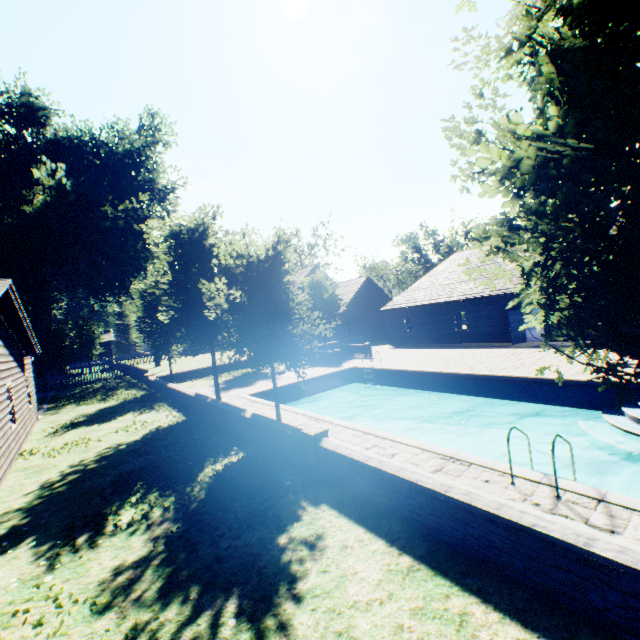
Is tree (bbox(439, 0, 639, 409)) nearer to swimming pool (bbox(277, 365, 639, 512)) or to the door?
swimming pool (bbox(277, 365, 639, 512))

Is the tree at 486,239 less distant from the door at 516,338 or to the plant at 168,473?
the plant at 168,473

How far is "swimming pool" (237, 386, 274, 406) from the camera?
13.94m

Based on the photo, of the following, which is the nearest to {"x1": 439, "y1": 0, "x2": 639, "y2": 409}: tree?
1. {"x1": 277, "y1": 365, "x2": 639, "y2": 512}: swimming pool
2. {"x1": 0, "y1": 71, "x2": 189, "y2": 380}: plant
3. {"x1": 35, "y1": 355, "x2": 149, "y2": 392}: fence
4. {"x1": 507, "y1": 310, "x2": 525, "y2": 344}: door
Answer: {"x1": 35, "y1": 355, "x2": 149, "y2": 392}: fence

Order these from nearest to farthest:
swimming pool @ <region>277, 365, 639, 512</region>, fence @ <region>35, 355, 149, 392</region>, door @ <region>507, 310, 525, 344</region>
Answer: swimming pool @ <region>277, 365, 639, 512</region>, door @ <region>507, 310, 525, 344</region>, fence @ <region>35, 355, 149, 392</region>

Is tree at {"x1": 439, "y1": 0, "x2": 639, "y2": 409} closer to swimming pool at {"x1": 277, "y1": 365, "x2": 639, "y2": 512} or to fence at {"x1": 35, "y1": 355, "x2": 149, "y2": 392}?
fence at {"x1": 35, "y1": 355, "x2": 149, "y2": 392}

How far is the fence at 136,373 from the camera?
28.2m

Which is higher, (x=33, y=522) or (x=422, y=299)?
(x=422, y=299)
